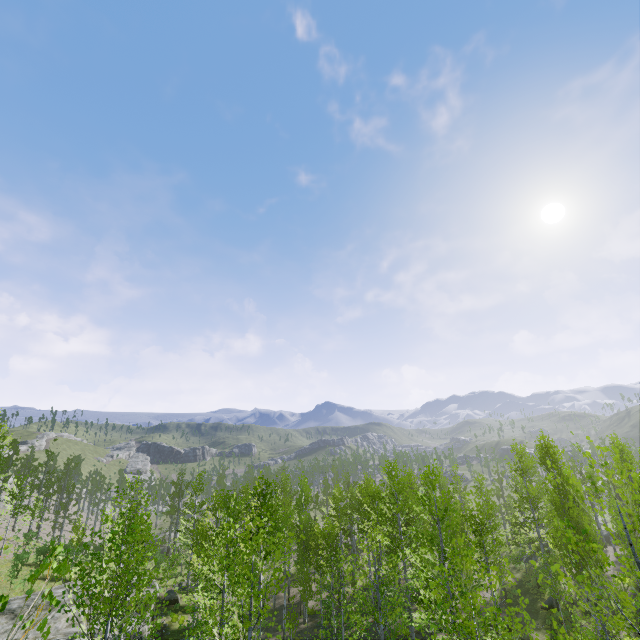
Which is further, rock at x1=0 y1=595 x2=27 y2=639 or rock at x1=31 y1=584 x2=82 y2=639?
rock at x1=0 y1=595 x2=27 y2=639

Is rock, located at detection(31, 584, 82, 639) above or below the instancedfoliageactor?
below

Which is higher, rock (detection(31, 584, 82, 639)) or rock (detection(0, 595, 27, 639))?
rock (detection(0, 595, 27, 639))

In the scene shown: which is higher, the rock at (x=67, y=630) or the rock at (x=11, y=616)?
the rock at (x=11, y=616)

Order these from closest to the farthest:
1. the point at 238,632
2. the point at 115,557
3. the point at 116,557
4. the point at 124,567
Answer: the point at 124,567 < the point at 238,632 < the point at 116,557 < the point at 115,557

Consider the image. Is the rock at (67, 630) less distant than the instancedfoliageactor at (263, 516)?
No

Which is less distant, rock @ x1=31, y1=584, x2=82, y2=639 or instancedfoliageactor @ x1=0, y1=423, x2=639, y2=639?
instancedfoliageactor @ x1=0, y1=423, x2=639, y2=639
